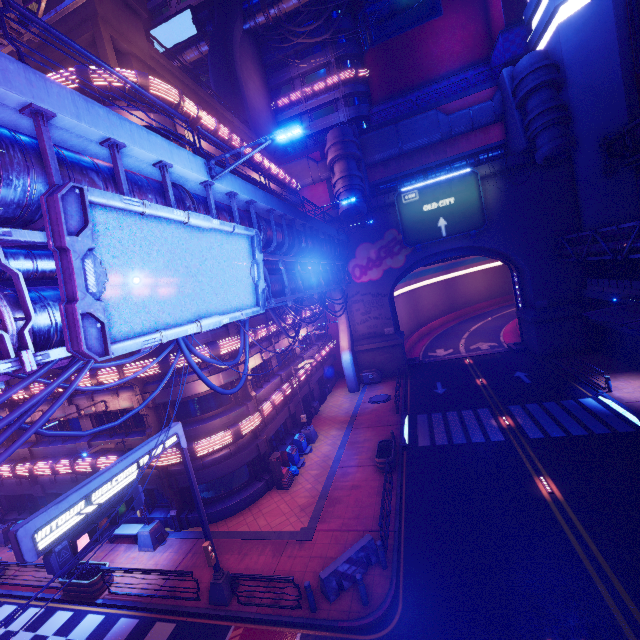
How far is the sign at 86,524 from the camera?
7.2m

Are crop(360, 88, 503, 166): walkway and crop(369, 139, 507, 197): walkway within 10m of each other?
yes

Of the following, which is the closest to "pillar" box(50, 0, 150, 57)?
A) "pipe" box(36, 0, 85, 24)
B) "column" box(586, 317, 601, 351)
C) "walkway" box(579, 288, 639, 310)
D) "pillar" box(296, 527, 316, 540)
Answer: "pipe" box(36, 0, 85, 24)

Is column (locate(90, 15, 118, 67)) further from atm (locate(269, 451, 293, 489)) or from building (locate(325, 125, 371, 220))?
atm (locate(269, 451, 293, 489))

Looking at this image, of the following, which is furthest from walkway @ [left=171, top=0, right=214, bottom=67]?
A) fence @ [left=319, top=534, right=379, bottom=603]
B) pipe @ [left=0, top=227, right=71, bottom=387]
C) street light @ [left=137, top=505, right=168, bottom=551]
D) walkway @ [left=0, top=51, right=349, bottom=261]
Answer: fence @ [left=319, top=534, right=379, bottom=603]

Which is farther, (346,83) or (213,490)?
(346,83)

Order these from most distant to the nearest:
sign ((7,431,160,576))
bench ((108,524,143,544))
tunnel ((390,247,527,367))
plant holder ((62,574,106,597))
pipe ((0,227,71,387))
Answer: tunnel ((390,247,527,367)), bench ((108,524,143,544)), plant holder ((62,574,106,597)), sign ((7,431,160,576)), pipe ((0,227,71,387))

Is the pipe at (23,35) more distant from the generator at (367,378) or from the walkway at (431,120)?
the generator at (367,378)
